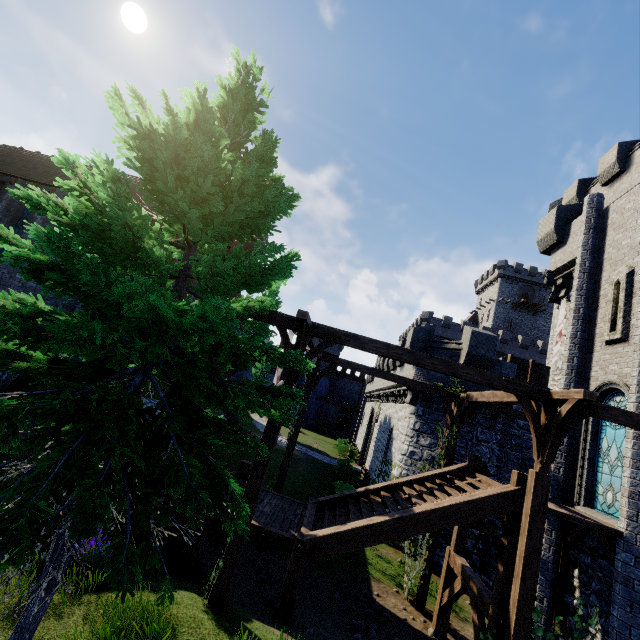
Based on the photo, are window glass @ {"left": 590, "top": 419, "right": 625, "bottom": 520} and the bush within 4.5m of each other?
no

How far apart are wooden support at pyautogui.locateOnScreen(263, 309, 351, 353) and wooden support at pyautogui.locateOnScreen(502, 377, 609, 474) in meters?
3.7 m

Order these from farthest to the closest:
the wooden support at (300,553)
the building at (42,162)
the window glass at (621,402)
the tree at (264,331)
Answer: the tree at (264,331), the building at (42,162), the window glass at (621,402), the wooden support at (300,553)

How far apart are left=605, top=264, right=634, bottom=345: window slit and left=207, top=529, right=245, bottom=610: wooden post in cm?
1062

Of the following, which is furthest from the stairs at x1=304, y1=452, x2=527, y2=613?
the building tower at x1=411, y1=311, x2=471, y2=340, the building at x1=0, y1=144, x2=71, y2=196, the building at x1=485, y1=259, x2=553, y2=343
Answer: the building at x1=485, y1=259, x2=553, y2=343

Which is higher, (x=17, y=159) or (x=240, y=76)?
(x=17, y=159)

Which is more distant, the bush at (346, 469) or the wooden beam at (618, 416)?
the bush at (346, 469)

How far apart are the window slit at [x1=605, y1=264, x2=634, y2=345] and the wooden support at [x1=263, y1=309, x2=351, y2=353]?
8.9m
